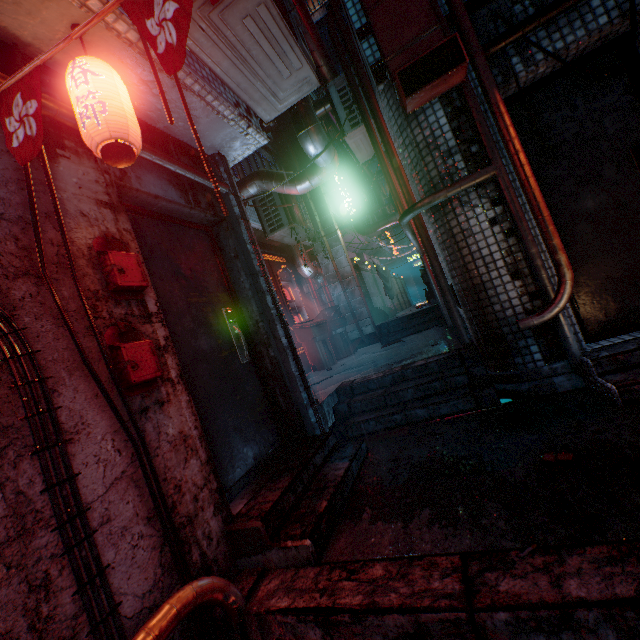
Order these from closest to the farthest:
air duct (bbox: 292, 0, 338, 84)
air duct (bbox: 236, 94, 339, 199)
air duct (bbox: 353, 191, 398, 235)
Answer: air duct (bbox: 236, 94, 339, 199)
air duct (bbox: 292, 0, 338, 84)
air duct (bbox: 353, 191, 398, 235)

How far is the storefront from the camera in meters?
6.8

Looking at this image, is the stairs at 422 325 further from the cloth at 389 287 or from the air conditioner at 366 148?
the air conditioner at 366 148

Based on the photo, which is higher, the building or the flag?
the building

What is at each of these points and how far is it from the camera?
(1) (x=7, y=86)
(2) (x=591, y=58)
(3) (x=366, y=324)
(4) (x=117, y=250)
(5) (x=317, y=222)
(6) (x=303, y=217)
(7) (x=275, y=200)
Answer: (1) flag, 1.0 meters
(2) door, 2.4 meters
(3) air duct, 7.6 meters
(4) mailbox, 1.7 meters
(5) air duct, 7.8 meters
(6) air conditioner, 6.5 meters
(7) air conditioner, 5.9 meters

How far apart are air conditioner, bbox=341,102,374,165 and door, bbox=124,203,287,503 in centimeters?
331cm

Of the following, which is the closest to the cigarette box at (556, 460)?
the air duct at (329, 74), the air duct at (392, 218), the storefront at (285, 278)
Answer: the air duct at (329, 74)

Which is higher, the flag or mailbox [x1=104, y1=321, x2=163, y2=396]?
the flag
